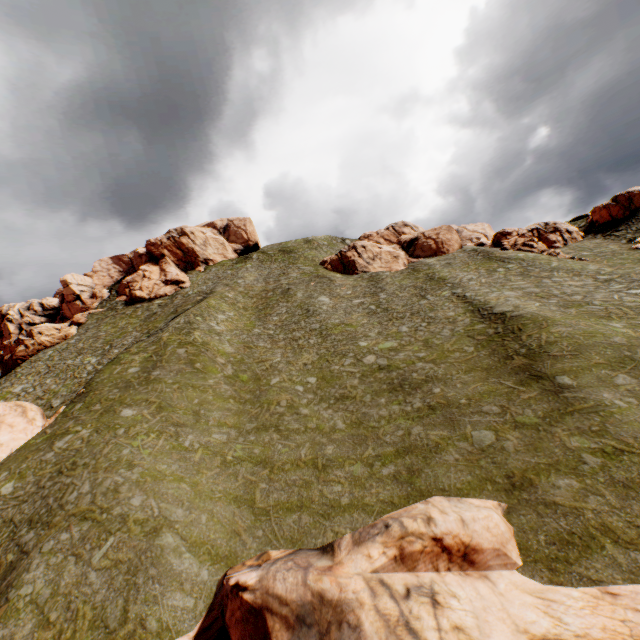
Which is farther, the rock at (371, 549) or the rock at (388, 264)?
the rock at (388, 264)

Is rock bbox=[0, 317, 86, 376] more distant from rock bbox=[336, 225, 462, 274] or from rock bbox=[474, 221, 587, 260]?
rock bbox=[474, 221, 587, 260]

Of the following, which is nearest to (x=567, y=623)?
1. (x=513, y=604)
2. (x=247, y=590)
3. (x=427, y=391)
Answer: (x=513, y=604)

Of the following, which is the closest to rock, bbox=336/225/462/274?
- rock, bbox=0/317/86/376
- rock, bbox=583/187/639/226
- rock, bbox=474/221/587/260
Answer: rock, bbox=474/221/587/260

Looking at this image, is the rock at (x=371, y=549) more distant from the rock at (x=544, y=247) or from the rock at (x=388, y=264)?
the rock at (x=544, y=247)

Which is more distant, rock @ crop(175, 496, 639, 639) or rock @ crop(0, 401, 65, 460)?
rock @ crop(0, 401, 65, 460)
